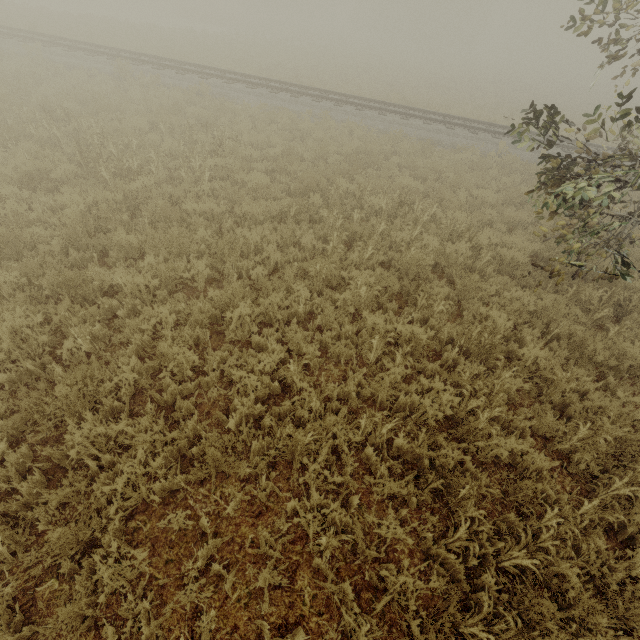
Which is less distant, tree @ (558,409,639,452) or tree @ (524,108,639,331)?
tree @ (558,409,639,452)

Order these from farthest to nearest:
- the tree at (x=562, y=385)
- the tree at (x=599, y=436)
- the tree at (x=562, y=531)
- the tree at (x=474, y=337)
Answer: the tree at (x=474, y=337) → the tree at (x=562, y=385) → the tree at (x=599, y=436) → the tree at (x=562, y=531)

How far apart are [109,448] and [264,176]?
7.9 meters

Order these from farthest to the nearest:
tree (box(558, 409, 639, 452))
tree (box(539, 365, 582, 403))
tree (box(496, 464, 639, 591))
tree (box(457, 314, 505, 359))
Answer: tree (box(457, 314, 505, 359)) → tree (box(539, 365, 582, 403)) → tree (box(558, 409, 639, 452)) → tree (box(496, 464, 639, 591))

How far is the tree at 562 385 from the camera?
4.7 meters

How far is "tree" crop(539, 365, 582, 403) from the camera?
4.75m
